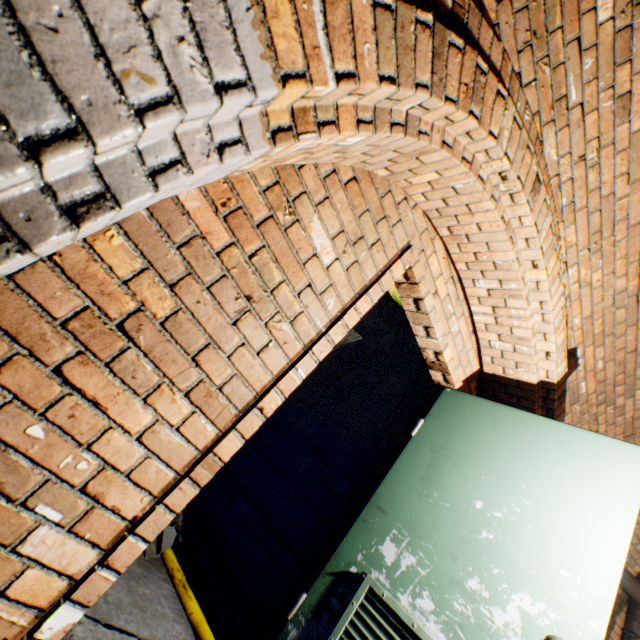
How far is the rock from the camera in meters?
2.2

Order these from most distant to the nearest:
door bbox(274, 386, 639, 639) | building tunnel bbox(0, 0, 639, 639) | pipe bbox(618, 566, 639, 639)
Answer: pipe bbox(618, 566, 639, 639), door bbox(274, 386, 639, 639), building tunnel bbox(0, 0, 639, 639)

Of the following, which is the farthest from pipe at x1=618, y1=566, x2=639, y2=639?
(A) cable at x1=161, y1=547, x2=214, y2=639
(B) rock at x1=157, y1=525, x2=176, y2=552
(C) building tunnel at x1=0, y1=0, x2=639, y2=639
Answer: (B) rock at x1=157, y1=525, x2=176, y2=552

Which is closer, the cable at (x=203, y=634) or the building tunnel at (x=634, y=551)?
the cable at (x=203, y=634)

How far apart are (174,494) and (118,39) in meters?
1.2 m

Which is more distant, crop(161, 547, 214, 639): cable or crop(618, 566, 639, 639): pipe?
crop(618, 566, 639, 639): pipe

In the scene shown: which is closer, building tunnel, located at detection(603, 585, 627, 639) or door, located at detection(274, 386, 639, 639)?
door, located at detection(274, 386, 639, 639)

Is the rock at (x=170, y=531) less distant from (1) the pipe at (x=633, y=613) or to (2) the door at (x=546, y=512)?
(2) the door at (x=546, y=512)
